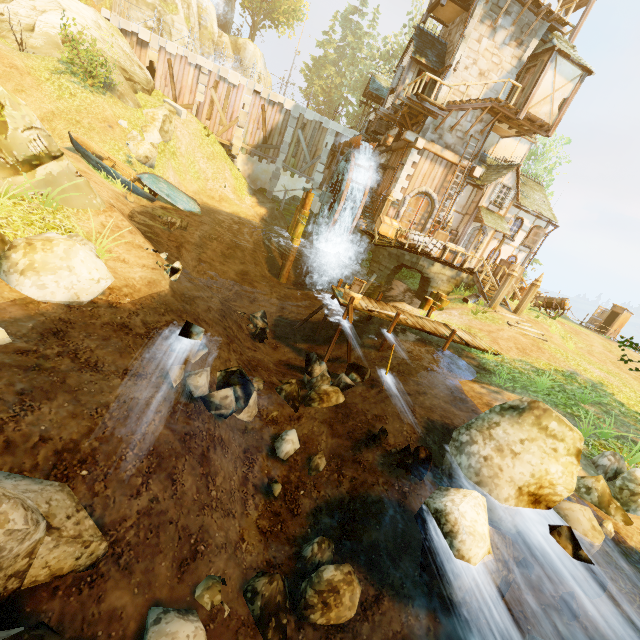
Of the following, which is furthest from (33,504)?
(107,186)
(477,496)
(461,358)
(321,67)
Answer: (321,67)

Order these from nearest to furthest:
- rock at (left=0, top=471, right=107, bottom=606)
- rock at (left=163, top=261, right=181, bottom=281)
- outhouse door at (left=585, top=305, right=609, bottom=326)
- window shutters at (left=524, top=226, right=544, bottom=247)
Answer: rock at (left=0, top=471, right=107, bottom=606), rock at (left=163, top=261, right=181, bottom=281), window shutters at (left=524, top=226, right=544, bottom=247), outhouse door at (left=585, top=305, right=609, bottom=326)

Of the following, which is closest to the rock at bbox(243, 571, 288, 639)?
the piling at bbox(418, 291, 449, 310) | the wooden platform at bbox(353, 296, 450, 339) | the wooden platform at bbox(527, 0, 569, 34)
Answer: the wooden platform at bbox(353, 296, 450, 339)

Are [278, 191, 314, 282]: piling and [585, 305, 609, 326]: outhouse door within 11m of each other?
no

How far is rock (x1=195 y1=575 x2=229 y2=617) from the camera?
4.4 meters

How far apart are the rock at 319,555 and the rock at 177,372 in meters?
2.5

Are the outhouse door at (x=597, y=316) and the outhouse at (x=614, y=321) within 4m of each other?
yes

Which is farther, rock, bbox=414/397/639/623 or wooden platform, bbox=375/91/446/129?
wooden platform, bbox=375/91/446/129
